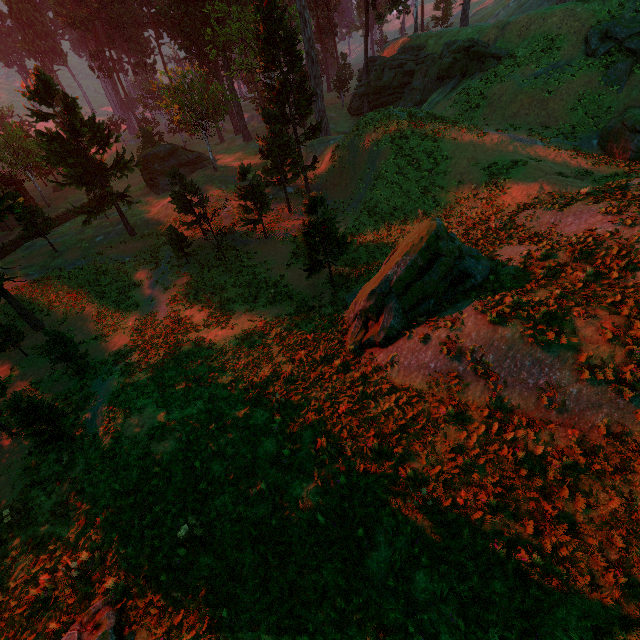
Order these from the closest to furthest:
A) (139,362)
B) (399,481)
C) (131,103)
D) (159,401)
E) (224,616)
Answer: (224,616), (399,481), (159,401), (139,362), (131,103)

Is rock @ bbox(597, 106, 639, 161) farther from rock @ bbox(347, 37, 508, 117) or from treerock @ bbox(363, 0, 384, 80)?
treerock @ bbox(363, 0, 384, 80)

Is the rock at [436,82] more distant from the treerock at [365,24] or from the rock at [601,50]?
the rock at [601,50]

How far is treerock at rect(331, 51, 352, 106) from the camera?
53.6m

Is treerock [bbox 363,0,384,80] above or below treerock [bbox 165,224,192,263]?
above

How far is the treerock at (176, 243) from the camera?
24.98m

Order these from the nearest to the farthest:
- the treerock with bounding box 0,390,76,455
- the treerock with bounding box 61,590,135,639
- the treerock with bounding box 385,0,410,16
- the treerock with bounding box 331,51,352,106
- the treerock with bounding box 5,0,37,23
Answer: the treerock with bounding box 61,590,135,639, the treerock with bounding box 0,390,76,455, the treerock with bounding box 385,0,410,16, the treerock with bounding box 331,51,352,106, the treerock with bounding box 5,0,37,23
